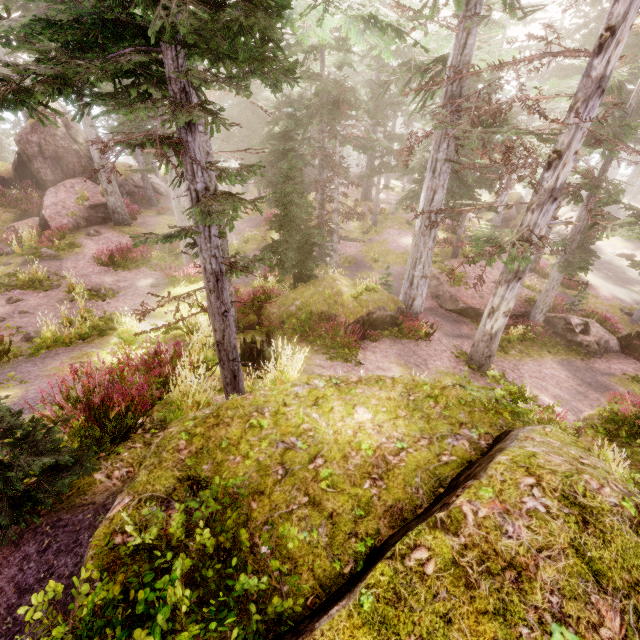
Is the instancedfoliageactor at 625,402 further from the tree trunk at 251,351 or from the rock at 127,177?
the tree trunk at 251,351

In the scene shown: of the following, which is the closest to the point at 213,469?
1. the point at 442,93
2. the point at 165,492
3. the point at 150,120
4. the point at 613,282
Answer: the point at 165,492

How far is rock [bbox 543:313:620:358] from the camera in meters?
17.0 m

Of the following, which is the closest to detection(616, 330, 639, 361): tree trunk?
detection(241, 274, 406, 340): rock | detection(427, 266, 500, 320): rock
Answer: detection(427, 266, 500, 320): rock

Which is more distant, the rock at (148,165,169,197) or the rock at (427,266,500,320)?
the rock at (148,165,169,197)

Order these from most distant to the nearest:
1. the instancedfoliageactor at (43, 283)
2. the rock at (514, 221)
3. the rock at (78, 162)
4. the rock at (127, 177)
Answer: the rock at (514, 221)
the rock at (127, 177)
the rock at (78, 162)
the instancedfoliageactor at (43, 283)

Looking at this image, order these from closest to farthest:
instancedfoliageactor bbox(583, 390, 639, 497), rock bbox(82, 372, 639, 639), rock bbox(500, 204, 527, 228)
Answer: rock bbox(82, 372, 639, 639)
instancedfoliageactor bbox(583, 390, 639, 497)
rock bbox(500, 204, 527, 228)

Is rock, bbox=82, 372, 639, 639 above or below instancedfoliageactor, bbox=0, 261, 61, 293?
above
